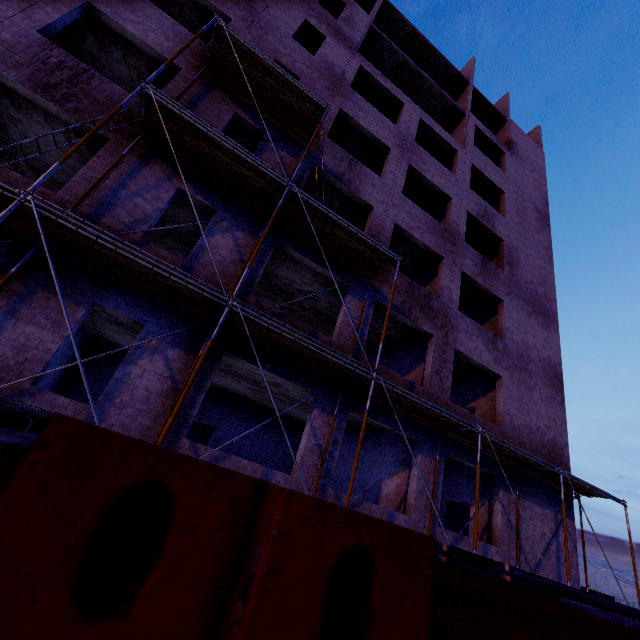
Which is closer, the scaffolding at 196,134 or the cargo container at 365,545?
the cargo container at 365,545

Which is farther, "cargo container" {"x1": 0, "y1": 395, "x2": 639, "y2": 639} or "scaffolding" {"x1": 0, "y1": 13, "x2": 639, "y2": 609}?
"scaffolding" {"x1": 0, "y1": 13, "x2": 639, "y2": 609}

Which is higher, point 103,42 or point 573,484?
point 103,42

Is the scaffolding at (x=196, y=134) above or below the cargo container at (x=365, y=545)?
above

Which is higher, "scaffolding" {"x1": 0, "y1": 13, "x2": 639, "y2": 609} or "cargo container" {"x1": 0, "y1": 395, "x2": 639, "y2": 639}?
"scaffolding" {"x1": 0, "y1": 13, "x2": 639, "y2": 609}
